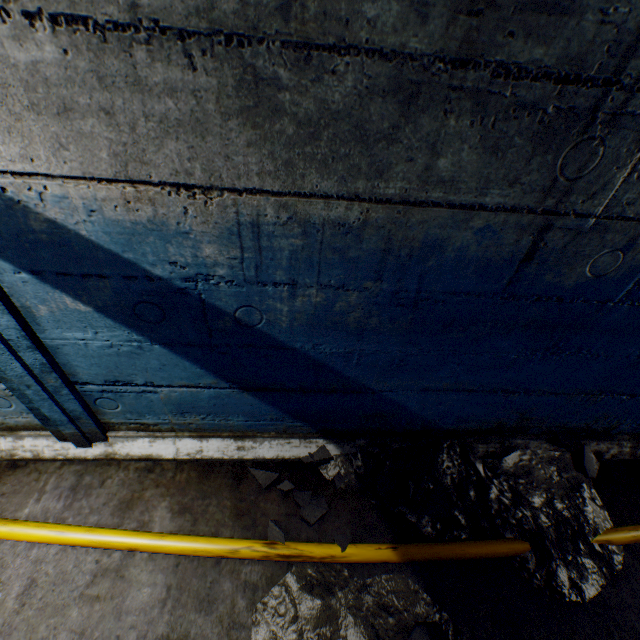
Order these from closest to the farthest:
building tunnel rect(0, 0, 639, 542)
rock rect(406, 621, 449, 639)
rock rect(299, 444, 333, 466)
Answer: building tunnel rect(0, 0, 639, 542)
rock rect(406, 621, 449, 639)
rock rect(299, 444, 333, 466)

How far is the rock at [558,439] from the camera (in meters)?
1.96

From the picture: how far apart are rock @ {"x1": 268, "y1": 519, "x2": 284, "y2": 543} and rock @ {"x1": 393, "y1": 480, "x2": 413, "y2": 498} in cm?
12

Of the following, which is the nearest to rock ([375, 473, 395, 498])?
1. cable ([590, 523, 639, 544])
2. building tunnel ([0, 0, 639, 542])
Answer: building tunnel ([0, 0, 639, 542])

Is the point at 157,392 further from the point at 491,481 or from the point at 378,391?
the point at 491,481

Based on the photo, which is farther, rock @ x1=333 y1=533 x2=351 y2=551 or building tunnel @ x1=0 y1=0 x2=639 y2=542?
rock @ x1=333 y1=533 x2=351 y2=551

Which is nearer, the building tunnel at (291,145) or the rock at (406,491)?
the building tunnel at (291,145)

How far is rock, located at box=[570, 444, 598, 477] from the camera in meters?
2.0
